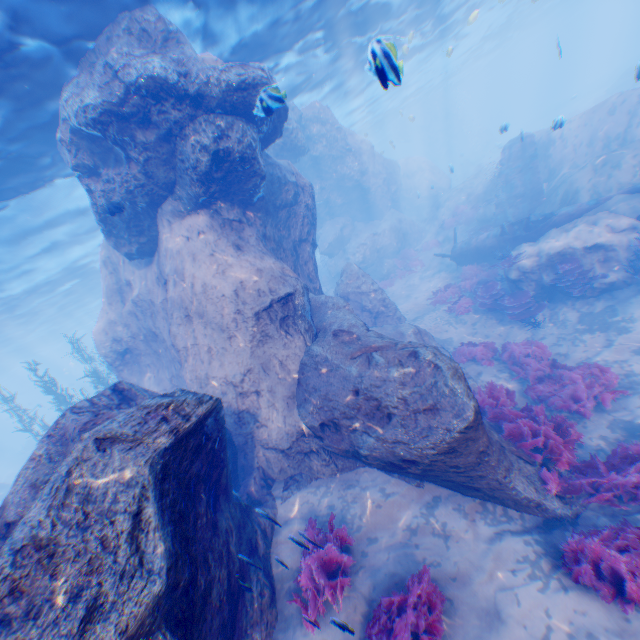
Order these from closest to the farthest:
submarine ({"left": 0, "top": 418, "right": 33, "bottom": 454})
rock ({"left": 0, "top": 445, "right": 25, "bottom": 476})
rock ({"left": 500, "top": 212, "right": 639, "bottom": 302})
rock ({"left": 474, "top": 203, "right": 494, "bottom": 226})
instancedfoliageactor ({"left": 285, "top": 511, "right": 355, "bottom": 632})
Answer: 1. instancedfoliageactor ({"left": 285, "top": 511, "right": 355, "bottom": 632})
2. rock ({"left": 500, "top": 212, "right": 639, "bottom": 302})
3. rock ({"left": 474, "top": 203, "right": 494, "bottom": 226})
4. rock ({"left": 0, "top": 445, "right": 25, "bottom": 476})
5. submarine ({"left": 0, "top": 418, "right": 33, "bottom": 454})

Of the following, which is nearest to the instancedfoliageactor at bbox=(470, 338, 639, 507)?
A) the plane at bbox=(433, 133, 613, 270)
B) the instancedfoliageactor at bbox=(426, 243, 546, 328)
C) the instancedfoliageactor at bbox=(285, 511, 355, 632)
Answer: the instancedfoliageactor at bbox=(426, 243, 546, 328)

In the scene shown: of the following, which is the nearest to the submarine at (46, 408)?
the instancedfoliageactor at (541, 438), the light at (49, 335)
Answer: the light at (49, 335)

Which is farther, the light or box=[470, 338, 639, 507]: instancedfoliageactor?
the light

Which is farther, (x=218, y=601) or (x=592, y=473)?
(x=592, y=473)

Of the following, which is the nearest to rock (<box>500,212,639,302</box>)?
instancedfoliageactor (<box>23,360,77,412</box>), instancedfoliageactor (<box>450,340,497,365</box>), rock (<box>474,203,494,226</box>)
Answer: instancedfoliageactor (<box>23,360,77,412</box>)

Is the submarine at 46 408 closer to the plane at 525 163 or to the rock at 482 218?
the plane at 525 163

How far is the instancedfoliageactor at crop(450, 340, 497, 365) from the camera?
11.18m
